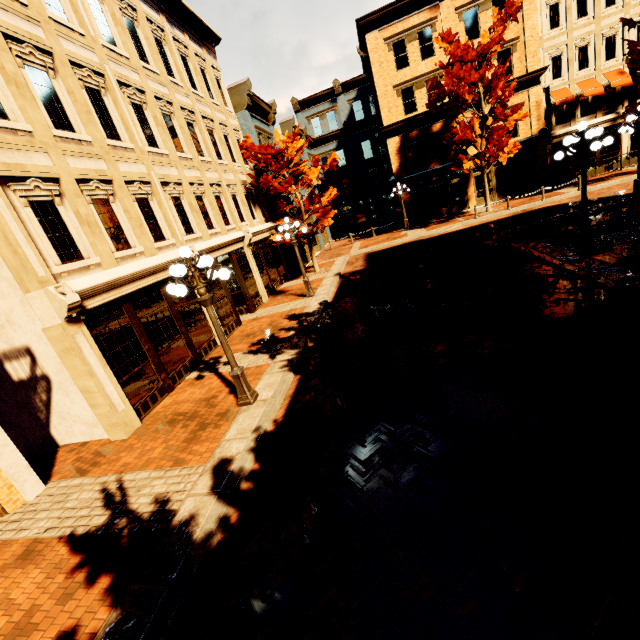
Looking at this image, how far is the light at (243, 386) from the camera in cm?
608

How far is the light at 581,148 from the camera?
9.13m

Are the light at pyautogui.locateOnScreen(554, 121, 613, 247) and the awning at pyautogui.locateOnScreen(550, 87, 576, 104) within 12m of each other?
no

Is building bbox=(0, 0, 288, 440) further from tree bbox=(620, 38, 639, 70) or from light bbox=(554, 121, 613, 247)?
tree bbox=(620, 38, 639, 70)

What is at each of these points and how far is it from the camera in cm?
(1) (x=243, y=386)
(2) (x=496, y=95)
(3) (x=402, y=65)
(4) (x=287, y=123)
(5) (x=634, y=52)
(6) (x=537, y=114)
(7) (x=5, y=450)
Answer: (1) light, 723
(2) tree, 1864
(3) building, 2377
(4) building, 2736
(5) tree, 1823
(6) building, 2325
(7) building, 613

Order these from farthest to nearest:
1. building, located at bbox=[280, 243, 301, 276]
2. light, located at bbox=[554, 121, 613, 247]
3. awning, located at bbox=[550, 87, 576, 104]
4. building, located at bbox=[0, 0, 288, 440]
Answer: awning, located at bbox=[550, 87, 576, 104], building, located at bbox=[280, 243, 301, 276], light, located at bbox=[554, 121, 613, 247], building, located at bbox=[0, 0, 288, 440]

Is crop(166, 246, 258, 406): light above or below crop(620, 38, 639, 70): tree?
below

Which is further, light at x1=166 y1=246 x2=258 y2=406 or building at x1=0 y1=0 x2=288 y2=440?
building at x1=0 y1=0 x2=288 y2=440
